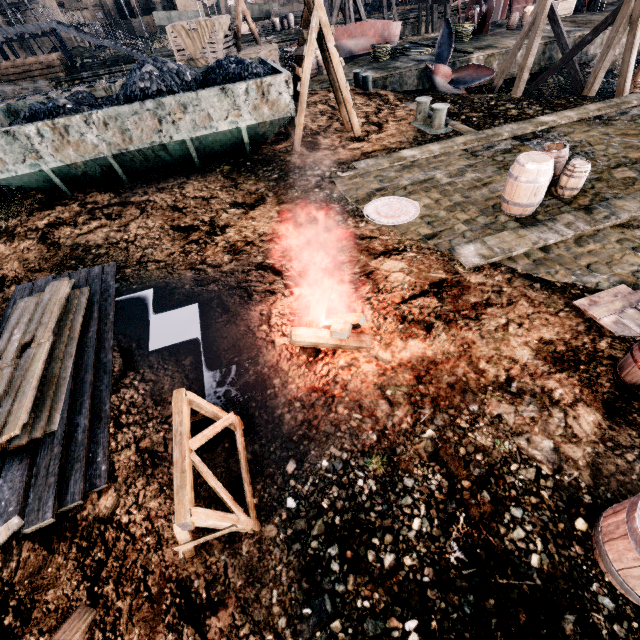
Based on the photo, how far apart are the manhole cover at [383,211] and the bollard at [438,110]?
5.92m

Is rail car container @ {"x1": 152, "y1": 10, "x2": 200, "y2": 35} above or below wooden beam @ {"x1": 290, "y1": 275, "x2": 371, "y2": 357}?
above

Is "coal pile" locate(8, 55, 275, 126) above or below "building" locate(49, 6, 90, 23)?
below

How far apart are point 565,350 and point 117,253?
10.5m

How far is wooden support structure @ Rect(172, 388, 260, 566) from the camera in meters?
3.2

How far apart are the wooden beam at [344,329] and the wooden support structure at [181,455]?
1.4m

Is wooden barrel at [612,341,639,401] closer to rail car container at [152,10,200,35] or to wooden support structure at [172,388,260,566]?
wooden support structure at [172,388,260,566]

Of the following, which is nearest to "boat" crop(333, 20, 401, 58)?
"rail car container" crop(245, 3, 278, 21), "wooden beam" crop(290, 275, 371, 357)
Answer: "rail car container" crop(245, 3, 278, 21)
